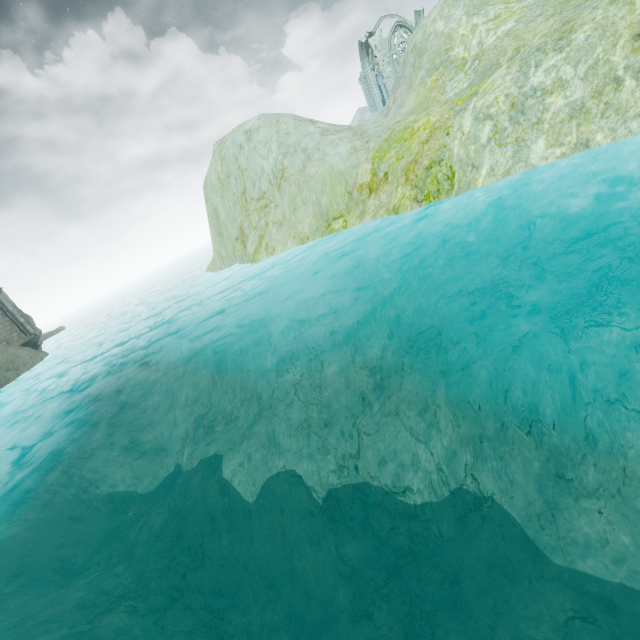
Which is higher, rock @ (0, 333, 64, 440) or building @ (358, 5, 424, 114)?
building @ (358, 5, 424, 114)

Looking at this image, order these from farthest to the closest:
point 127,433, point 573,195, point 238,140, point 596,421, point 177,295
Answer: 1. point 177,295
2. point 238,140
3. point 127,433
4. point 573,195
5. point 596,421

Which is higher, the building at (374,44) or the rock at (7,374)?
the building at (374,44)

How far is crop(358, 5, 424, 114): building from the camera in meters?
37.0

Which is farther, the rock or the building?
the building

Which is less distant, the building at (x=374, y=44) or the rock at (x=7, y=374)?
the rock at (x=7, y=374)
